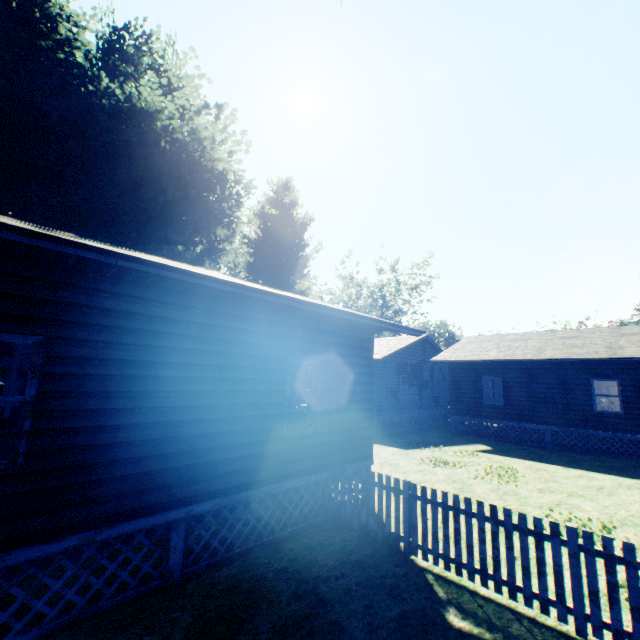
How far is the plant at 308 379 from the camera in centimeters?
1669cm

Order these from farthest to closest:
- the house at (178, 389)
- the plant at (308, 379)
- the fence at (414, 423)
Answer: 1. the fence at (414, 423)
2. the plant at (308, 379)
3. the house at (178, 389)

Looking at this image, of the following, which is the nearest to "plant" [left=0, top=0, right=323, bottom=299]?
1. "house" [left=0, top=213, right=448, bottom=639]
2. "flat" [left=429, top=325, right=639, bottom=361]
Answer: "house" [left=0, top=213, right=448, bottom=639]

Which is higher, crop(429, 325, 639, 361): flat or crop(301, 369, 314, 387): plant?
crop(429, 325, 639, 361): flat

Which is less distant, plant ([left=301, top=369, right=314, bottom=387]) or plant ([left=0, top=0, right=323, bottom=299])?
plant ([left=0, top=0, right=323, bottom=299])

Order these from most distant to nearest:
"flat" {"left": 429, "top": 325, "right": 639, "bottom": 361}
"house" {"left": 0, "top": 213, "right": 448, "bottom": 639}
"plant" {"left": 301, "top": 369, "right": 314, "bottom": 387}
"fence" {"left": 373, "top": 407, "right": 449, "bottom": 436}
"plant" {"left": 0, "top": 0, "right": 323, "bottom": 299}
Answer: "fence" {"left": 373, "top": 407, "right": 449, "bottom": 436}
"plant" {"left": 301, "top": 369, "right": 314, "bottom": 387}
"flat" {"left": 429, "top": 325, "right": 639, "bottom": 361}
"plant" {"left": 0, "top": 0, "right": 323, "bottom": 299}
"house" {"left": 0, "top": 213, "right": 448, "bottom": 639}

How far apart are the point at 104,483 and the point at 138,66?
24.2 meters

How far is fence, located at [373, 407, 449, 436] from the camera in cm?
1817
